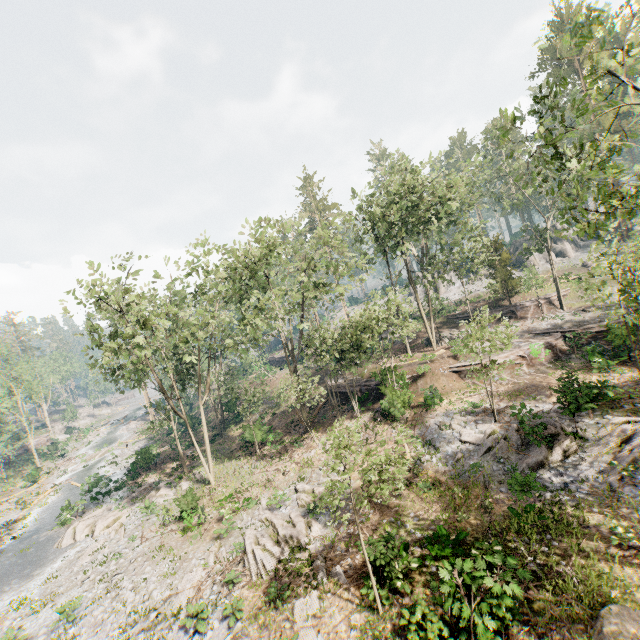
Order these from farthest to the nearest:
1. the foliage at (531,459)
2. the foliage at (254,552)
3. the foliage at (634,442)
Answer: the foliage at (531,459), the foliage at (254,552), the foliage at (634,442)

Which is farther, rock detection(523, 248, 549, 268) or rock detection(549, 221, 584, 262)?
rock detection(523, 248, 549, 268)

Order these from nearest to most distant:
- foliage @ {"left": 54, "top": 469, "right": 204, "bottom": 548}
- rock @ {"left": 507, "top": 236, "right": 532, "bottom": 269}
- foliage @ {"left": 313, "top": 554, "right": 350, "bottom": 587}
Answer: foliage @ {"left": 313, "top": 554, "right": 350, "bottom": 587}, foliage @ {"left": 54, "top": 469, "right": 204, "bottom": 548}, rock @ {"left": 507, "top": 236, "right": 532, "bottom": 269}

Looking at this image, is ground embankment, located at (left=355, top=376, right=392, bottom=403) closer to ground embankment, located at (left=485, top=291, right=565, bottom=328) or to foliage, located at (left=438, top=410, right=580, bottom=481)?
foliage, located at (left=438, top=410, right=580, bottom=481)

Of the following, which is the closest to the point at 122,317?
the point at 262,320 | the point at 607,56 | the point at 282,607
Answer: the point at 262,320

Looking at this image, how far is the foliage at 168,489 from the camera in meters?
23.4 m

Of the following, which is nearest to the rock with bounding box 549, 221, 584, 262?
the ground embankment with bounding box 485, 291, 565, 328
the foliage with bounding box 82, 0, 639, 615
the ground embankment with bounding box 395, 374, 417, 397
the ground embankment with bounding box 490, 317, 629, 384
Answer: the foliage with bounding box 82, 0, 639, 615

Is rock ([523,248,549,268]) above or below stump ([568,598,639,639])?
above
